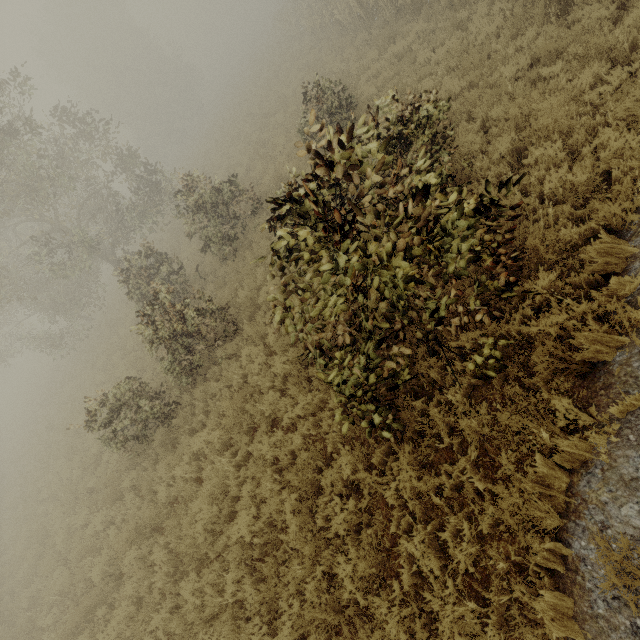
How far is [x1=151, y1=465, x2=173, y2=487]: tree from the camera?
8.1m

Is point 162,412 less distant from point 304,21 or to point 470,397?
point 470,397

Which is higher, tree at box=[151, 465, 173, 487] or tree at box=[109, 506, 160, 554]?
tree at box=[109, 506, 160, 554]

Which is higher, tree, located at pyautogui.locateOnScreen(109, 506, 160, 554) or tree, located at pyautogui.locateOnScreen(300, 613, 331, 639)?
tree, located at pyautogui.locateOnScreen(109, 506, 160, 554)

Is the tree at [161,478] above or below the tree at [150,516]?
below

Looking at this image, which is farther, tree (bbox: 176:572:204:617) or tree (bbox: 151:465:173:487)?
tree (bbox: 151:465:173:487)

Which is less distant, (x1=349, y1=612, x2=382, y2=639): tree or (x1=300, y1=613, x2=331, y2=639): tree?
(x1=349, y1=612, x2=382, y2=639): tree

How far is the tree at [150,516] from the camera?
7.63m
